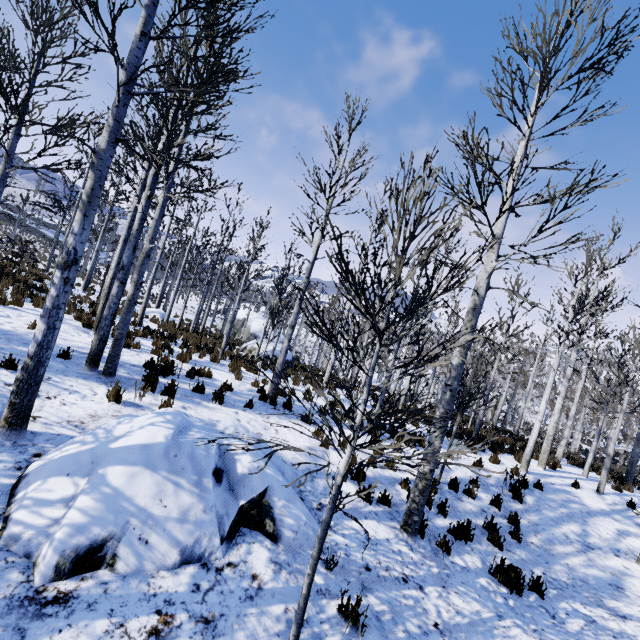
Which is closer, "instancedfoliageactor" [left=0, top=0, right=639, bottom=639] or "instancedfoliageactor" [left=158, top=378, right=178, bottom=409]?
"instancedfoliageactor" [left=0, top=0, right=639, bottom=639]

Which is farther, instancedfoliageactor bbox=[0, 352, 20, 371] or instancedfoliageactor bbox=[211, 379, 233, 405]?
instancedfoliageactor bbox=[211, 379, 233, 405]

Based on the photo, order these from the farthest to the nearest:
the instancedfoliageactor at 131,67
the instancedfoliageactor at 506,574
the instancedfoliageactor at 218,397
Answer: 1. the instancedfoliageactor at 218,397
2. the instancedfoliageactor at 506,574
3. the instancedfoliageactor at 131,67

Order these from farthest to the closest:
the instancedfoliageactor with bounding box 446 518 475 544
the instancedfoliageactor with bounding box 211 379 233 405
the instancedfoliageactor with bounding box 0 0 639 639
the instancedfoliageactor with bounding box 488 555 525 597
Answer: the instancedfoliageactor with bounding box 211 379 233 405, the instancedfoliageactor with bounding box 446 518 475 544, the instancedfoliageactor with bounding box 488 555 525 597, the instancedfoliageactor with bounding box 0 0 639 639

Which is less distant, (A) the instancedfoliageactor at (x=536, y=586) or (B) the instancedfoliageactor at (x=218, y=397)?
(A) the instancedfoliageactor at (x=536, y=586)

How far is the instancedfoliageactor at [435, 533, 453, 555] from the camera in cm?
550

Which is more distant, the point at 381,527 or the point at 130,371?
the point at 130,371
